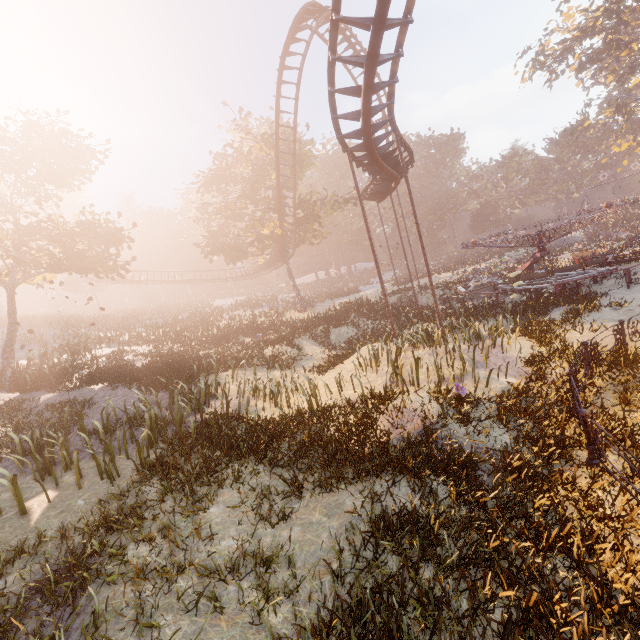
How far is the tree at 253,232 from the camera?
29.75m

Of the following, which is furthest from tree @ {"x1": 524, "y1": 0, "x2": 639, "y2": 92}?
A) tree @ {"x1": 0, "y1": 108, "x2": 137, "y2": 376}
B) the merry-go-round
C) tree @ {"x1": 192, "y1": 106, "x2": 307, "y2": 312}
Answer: tree @ {"x1": 0, "y1": 108, "x2": 137, "y2": 376}

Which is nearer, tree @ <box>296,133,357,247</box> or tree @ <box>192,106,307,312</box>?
tree @ <box>192,106,307,312</box>

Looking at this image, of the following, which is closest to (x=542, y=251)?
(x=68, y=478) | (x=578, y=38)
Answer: (x=68, y=478)

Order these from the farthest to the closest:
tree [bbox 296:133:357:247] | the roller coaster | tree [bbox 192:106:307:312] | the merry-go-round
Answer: tree [bbox 296:133:357:247] → tree [bbox 192:106:307:312] → the merry-go-round → the roller coaster

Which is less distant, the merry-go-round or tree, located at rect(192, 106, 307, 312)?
the merry-go-round

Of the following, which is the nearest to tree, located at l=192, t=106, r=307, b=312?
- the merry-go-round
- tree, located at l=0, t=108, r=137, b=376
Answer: tree, located at l=0, t=108, r=137, b=376

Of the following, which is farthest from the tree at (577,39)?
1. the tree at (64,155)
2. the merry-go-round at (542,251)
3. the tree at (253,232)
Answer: the tree at (64,155)
